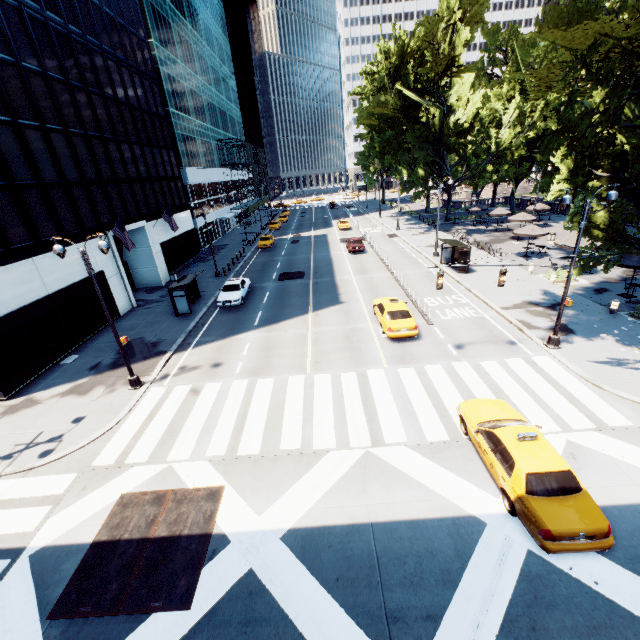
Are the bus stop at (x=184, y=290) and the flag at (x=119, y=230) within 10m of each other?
yes

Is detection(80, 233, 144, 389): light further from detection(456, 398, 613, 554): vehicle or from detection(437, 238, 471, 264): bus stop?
detection(437, 238, 471, 264): bus stop

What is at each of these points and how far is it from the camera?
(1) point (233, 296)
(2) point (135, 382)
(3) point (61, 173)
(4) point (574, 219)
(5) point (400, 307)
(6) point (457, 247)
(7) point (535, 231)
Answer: (1) vehicle, 24.94m
(2) light, 15.93m
(3) building, 20.53m
(4) tree, 17.42m
(5) vehicle, 18.81m
(6) bus stop, 28.58m
(7) umbrella, 28.67m

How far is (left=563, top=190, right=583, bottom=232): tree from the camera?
16.18m

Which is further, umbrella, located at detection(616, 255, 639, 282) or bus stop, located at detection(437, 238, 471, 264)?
bus stop, located at detection(437, 238, 471, 264)

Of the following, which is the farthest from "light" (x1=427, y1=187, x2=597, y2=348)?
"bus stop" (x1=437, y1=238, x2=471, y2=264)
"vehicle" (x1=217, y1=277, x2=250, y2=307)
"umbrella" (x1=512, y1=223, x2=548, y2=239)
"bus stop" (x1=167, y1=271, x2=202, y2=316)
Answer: "bus stop" (x1=167, y1=271, x2=202, y2=316)

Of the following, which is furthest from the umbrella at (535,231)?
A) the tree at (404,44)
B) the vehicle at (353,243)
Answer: the vehicle at (353,243)

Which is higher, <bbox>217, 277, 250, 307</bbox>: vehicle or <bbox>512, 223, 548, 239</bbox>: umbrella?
<bbox>512, 223, 548, 239</bbox>: umbrella
